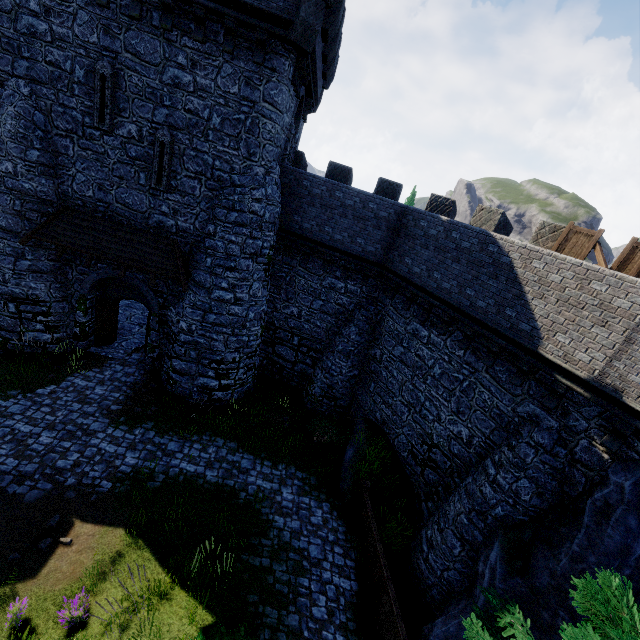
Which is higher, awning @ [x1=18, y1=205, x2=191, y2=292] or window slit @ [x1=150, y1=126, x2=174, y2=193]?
window slit @ [x1=150, y1=126, x2=174, y2=193]

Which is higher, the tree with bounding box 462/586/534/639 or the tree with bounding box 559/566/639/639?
the tree with bounding box 559/566/639/639

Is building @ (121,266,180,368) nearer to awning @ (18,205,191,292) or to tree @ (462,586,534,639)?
awning @ (18,205,191,292)

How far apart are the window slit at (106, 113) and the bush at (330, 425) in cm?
1356

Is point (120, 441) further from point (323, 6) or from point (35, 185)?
point (323, 6)

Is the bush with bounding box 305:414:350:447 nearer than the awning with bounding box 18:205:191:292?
No

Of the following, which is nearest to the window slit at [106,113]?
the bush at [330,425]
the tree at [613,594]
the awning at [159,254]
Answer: the awning at [159,254]

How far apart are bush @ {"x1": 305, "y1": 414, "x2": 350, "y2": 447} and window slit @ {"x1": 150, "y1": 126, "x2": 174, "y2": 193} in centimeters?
1107cm
